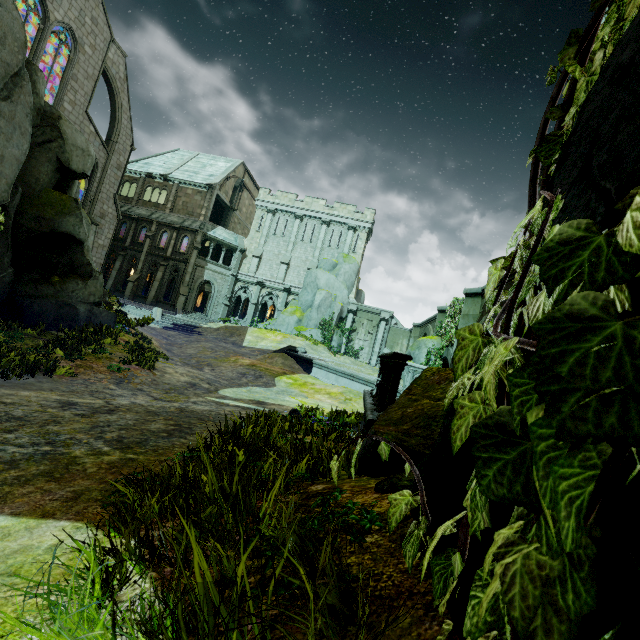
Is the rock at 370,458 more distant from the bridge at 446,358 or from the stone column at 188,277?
the stone column at 188,277

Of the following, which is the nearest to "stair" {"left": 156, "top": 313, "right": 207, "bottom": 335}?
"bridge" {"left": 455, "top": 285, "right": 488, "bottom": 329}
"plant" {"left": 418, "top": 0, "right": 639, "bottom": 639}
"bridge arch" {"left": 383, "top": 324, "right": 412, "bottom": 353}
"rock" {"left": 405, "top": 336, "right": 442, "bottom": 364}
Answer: "rock" {"left": 405, "top": 336, "right": 442, "bottom": 364}

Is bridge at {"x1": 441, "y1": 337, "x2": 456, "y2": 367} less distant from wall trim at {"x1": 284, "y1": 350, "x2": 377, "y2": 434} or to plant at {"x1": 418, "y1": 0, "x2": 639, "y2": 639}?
wall trim at {"x1": 284, "y1": 350, "x2": 377, "y2": 434}

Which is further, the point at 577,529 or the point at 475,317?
the point at 475,317

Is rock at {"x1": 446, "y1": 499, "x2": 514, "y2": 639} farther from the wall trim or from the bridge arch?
the bridge arch

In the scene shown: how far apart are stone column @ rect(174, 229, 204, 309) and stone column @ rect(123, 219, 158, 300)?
4.25m

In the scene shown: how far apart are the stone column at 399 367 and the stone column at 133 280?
35.6 meters

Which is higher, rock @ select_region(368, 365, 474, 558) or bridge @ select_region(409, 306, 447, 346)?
bridge @ select_region(409, 306, 447, 346)
